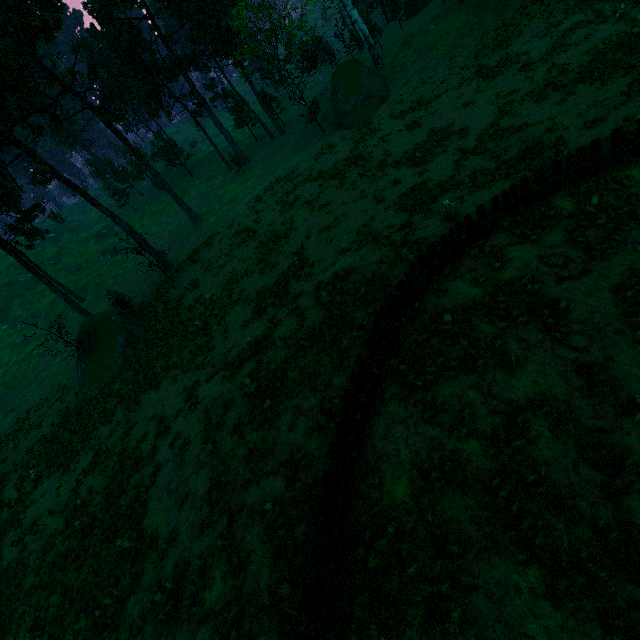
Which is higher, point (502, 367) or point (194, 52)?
point (194, 52)

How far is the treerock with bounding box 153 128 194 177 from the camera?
54.8m

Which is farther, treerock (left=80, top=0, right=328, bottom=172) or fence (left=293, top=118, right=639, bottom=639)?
treerock (left=80, top=0, right=328, bottom=172)

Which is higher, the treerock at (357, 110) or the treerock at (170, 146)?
the treerock at (170, 146)

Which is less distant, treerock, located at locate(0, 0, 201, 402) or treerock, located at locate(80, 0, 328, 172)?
treerock, located at locate(0, 0, 201, 402)

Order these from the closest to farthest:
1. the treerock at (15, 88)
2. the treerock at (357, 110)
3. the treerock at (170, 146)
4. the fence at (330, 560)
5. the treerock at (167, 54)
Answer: the fence at (330, 560) → the treerock at (15, 88) → the treerock at (357, 110) → the treerock at (167, 54) → the treerock at (170, 146)

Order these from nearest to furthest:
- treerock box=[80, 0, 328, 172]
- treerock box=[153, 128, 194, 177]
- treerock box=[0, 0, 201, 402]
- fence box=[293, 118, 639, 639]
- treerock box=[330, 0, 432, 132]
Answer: fence box=[293, 118, 639, 639]
treerock box=[0, 0, 201, 402]
treerock box=[330, 0, 432, 132]
treerock box=[80, 0, 328, 172]
treerock box=[153, 128, 194, 177]
